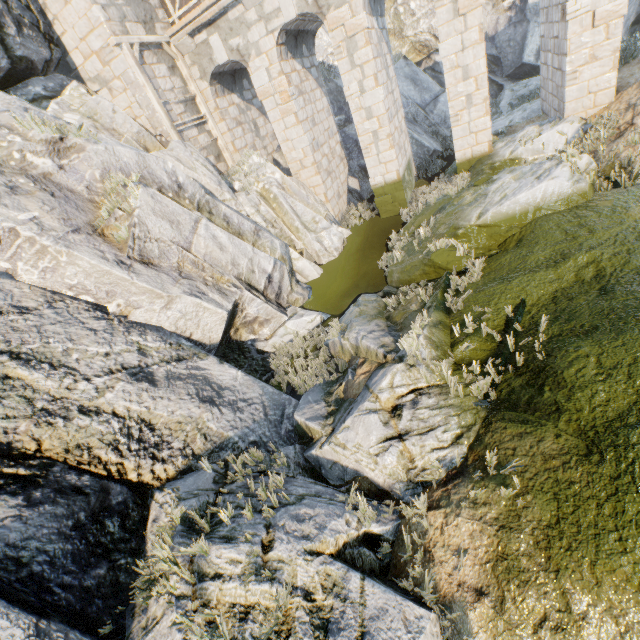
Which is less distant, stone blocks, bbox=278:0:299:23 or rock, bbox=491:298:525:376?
rock, bbox=491:298:525:376

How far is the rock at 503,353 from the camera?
5.1 meters

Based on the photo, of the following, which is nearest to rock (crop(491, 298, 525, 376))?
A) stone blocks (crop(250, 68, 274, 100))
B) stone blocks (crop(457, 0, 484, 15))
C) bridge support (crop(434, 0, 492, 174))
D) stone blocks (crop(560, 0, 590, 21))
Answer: bridge support (crop(434, 0, 492, 174))

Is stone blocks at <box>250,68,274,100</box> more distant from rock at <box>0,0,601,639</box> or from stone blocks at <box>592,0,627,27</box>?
stone blocks at <box>592,0,627,27</box>

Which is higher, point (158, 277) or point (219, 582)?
point (158, 277)

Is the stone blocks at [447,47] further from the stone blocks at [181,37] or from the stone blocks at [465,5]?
the stone blocks at [181,37]

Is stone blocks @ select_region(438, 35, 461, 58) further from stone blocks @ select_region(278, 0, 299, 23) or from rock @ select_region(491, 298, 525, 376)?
rock @ select_region(491, 298, 525, 376)

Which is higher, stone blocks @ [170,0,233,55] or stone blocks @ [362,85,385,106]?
stone blocks @ [170,0,233,55]
